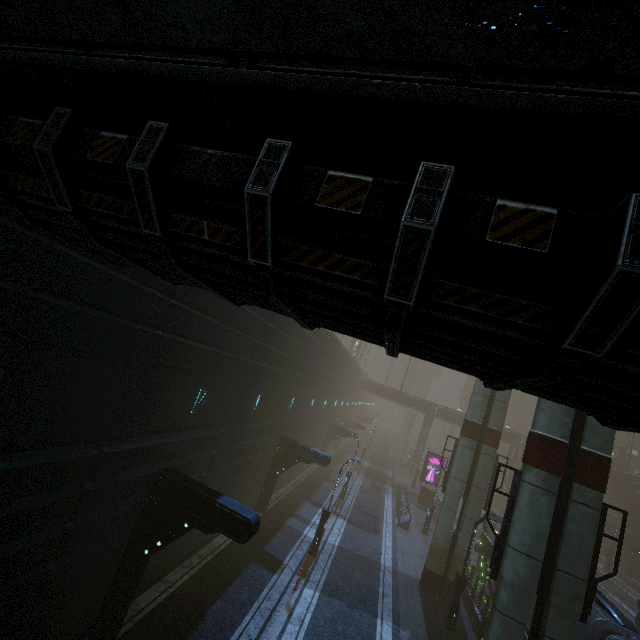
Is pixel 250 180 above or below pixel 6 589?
above

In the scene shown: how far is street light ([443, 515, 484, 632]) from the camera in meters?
16.0

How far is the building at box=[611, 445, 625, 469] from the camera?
48.91m

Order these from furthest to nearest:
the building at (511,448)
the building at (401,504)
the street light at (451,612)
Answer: the building at (511,448) < the building at (401,504) < the street light at (451,612)

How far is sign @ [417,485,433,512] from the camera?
34.66m

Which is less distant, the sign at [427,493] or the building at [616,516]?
the sign at [427,493]
